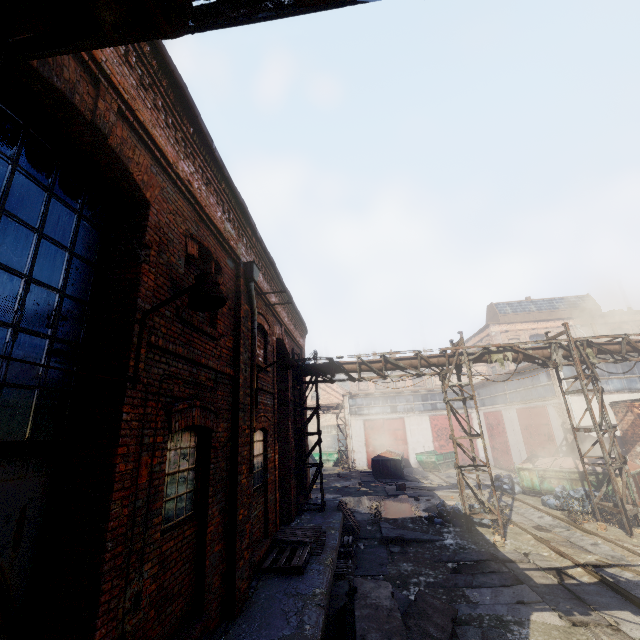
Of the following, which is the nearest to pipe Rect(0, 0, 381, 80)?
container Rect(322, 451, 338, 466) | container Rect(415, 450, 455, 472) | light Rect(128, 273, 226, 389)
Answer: light Rect(128, 273, 226, 389)

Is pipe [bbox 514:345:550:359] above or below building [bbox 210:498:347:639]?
above

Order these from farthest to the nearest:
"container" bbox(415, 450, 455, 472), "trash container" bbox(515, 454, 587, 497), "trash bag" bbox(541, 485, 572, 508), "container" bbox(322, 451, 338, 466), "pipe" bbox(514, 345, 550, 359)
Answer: "container" bbox(322, 451, 338, 466)
"container" bbox(415, 450, 455, 472)
"trash container" bbox(515, 454, 587, 497)
"trash bag" bbox(541, 485, 572, 508)
"pipe" bbox(514, 345, 550, 359)

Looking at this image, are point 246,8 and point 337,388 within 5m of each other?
no

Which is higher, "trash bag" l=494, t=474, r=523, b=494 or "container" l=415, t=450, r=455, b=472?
"container" l=415, t=450, r=455, b=472

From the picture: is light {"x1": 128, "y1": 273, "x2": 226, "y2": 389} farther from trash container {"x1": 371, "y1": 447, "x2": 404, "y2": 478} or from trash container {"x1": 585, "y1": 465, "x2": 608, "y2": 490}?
trash container {"x1": 371, "y1": 447, "x2": 404, "y2": 478}

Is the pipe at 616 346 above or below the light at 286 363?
above

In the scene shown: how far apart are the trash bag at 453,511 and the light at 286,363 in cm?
885
